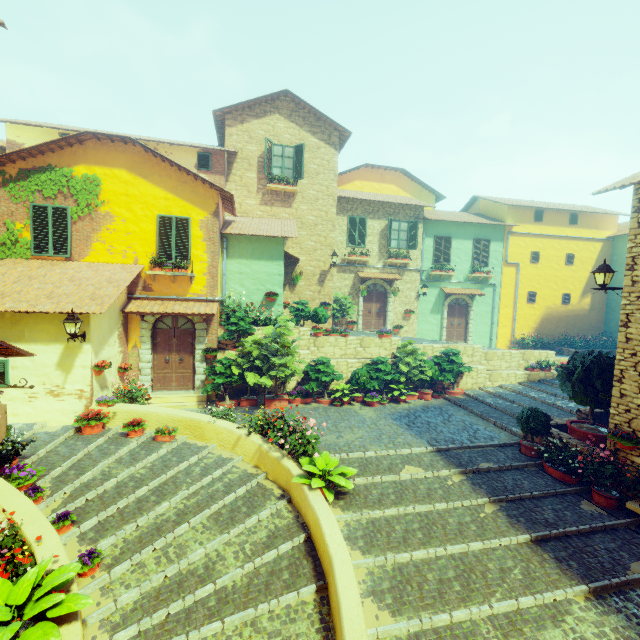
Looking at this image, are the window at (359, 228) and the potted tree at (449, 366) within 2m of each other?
no

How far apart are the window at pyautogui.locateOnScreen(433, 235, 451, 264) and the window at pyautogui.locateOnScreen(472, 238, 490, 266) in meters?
1.3 m

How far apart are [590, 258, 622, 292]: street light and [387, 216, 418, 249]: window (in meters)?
10.45

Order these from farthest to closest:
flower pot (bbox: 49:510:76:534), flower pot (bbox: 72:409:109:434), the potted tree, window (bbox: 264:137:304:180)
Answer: window (bbox: 264:137:304:180) < the potted tree < flower pot (bbox: 72:409:109:434) < flower pot (bbox: 49:510:76:534)

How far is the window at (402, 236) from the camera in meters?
18.0 m

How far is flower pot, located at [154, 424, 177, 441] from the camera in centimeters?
852cm

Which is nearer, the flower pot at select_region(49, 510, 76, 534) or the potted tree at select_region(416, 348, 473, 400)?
the flower pot at select_region(49, 510, 76, 534)

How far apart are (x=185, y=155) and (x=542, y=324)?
22.2m
